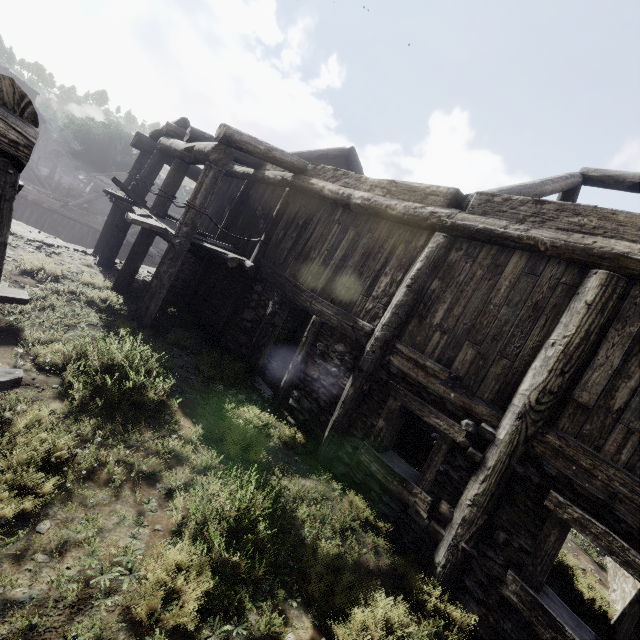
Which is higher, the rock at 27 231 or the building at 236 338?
the building at 236 338

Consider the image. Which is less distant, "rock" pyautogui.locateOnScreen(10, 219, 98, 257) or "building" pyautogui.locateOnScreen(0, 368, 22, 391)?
"building" pyautogui.locateOnScreen(0, 368, 22, 391)

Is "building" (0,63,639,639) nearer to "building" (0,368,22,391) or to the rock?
the rock

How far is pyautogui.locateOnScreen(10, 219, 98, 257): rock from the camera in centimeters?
1062cm

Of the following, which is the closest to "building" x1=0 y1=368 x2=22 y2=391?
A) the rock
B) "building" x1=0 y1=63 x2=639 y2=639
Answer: the rock

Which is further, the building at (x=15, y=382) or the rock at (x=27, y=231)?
the rock at (x=27, y=231)

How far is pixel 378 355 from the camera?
5.7 meters
